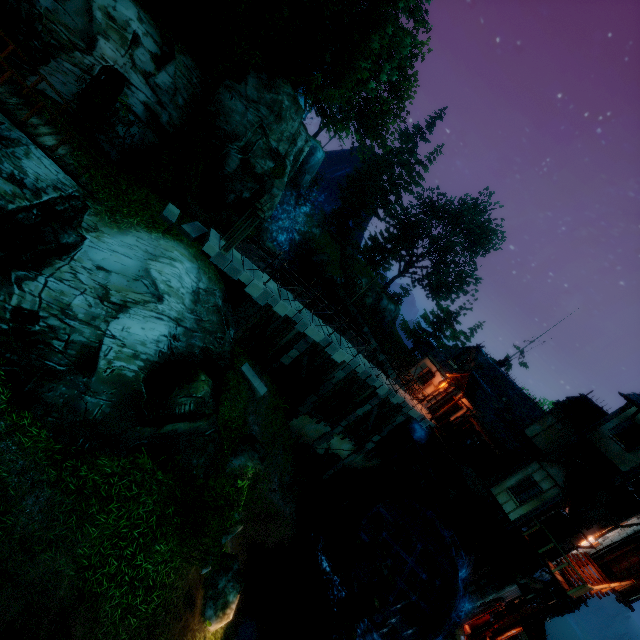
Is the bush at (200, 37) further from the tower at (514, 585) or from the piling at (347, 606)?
the tower at (514, 585)

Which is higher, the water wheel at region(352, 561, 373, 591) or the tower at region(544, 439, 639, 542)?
the tower at region(544, 439, 639, 542)

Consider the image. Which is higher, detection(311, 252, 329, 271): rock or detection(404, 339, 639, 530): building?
detection(404, 339, 639, 530): building

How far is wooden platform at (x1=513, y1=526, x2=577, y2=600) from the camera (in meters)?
14.12

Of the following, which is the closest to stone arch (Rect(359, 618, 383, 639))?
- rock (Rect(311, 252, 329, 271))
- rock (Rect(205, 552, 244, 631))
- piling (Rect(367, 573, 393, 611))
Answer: piling (Rect(367, 573, 393, 611))

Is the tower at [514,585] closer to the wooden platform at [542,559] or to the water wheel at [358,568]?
the wooden platform at [542,559]

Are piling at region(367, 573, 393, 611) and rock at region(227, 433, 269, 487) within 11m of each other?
yes

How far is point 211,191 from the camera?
15.66m
